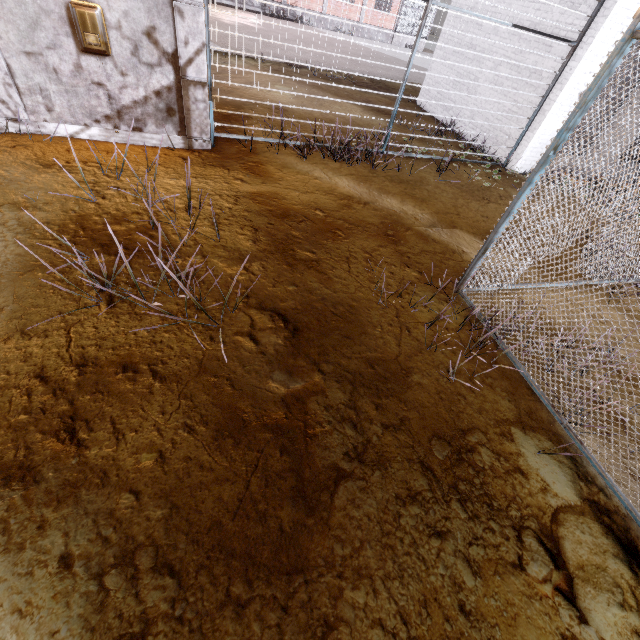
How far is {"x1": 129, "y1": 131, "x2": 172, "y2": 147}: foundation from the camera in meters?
6.2 m

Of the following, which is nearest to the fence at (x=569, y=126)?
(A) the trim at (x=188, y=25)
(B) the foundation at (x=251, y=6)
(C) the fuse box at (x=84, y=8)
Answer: (A) the trim at (x=188, y=25)

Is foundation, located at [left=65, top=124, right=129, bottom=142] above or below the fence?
below

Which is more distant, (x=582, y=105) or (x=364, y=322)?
(x=364, y=322)

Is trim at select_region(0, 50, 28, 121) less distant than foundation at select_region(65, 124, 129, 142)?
Yes

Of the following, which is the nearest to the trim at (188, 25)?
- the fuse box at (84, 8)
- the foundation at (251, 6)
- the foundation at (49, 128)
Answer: the foundation at (49, 128)

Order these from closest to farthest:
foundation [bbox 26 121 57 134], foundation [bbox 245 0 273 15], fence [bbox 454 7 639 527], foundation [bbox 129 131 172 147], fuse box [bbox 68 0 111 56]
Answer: fence [bbox 454 7 639 527] → fuse box [bbox 68 0 111 56] → foundation [bbox 26 121 57 134] → foundation [bbox 129 131 172 147] → foundation [bbox 245 0 273 15]
